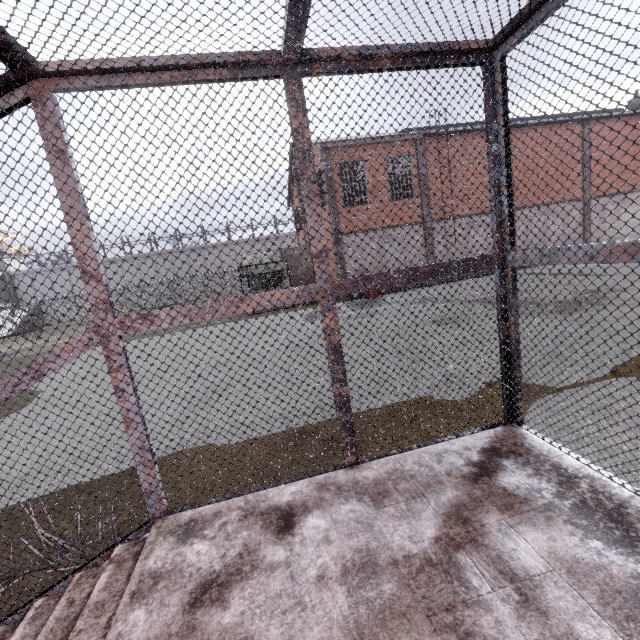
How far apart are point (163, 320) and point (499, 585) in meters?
2.4 m

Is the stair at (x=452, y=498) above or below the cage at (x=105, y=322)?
below

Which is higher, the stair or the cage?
the cage
